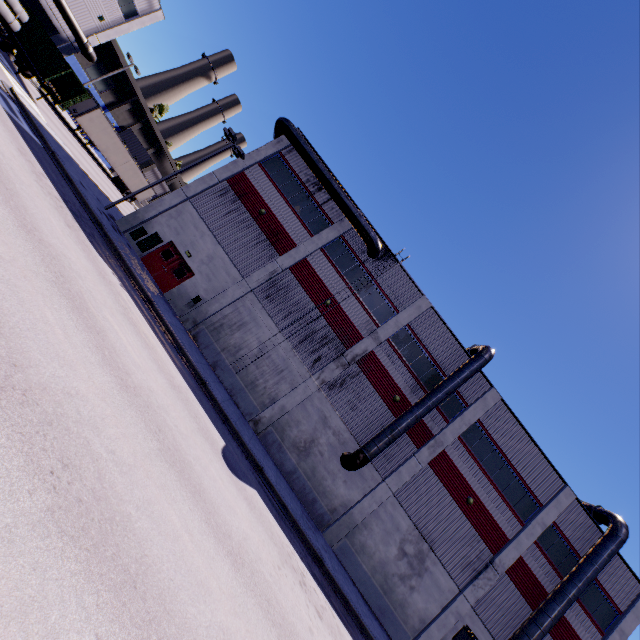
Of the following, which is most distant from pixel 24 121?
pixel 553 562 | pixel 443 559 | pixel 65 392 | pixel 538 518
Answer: pixel 553 562

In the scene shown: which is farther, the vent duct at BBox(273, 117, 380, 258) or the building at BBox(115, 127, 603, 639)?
the vent duct at BBox(273, 117, 380, 258)

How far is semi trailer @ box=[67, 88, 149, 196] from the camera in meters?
32.5

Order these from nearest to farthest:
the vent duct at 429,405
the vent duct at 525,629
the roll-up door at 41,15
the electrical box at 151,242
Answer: the vent duct at 525,629
the vent duct at 429,405
the electrical box at 151,242
the roll-up door at 41,15

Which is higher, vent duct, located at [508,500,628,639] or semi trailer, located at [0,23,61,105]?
vent duct, located at [508,500,628,639]

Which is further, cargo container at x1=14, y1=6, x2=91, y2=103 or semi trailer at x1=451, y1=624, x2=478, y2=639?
cargo container at x1=14, y1=6, x2=91, y2=103

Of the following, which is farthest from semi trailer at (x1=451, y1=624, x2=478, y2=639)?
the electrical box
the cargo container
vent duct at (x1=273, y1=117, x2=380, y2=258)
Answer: the electrical box

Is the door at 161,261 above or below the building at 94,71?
below
